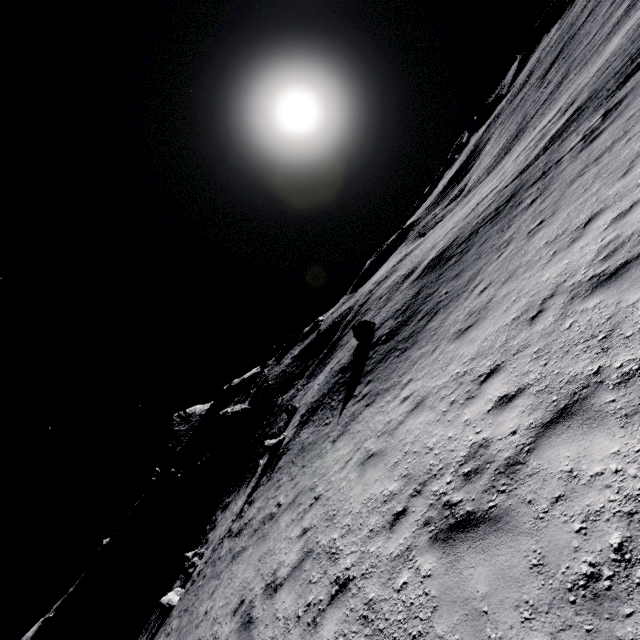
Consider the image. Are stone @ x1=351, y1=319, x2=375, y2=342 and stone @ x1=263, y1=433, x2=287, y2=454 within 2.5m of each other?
no

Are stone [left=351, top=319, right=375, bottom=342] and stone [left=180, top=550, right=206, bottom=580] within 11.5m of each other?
no

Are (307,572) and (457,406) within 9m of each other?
yes

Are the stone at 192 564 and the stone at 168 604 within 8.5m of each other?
yes

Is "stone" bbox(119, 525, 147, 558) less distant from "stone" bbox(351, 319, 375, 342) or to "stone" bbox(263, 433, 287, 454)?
"stone" bbox(263, 433, 287, 454)

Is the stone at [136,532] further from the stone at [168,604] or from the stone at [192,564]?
the stone at [168,604]

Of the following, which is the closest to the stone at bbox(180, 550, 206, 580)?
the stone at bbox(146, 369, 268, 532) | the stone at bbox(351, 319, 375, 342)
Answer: the stone at bbox(351, 319, 375, 342)

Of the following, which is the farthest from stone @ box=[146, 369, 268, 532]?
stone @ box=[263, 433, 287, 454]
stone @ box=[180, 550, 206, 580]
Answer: stone @ box=[263, 433, 287, 454]
